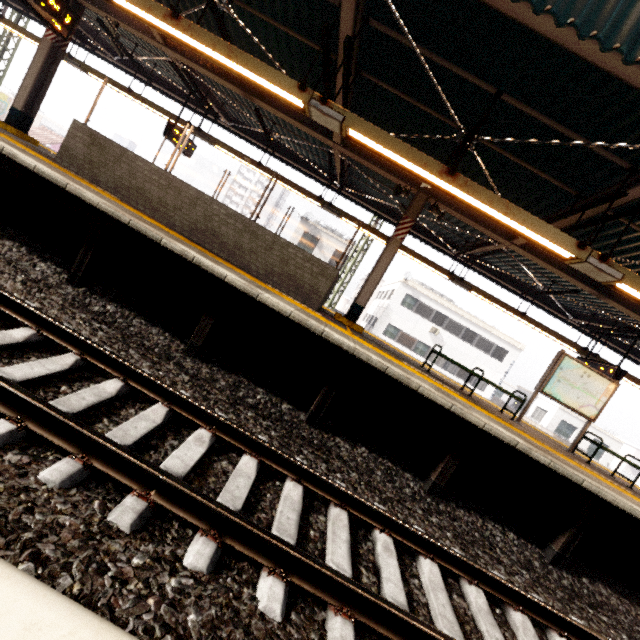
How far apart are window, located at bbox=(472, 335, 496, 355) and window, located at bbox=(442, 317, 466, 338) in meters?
1.0

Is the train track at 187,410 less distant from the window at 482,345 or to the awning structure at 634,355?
the awning structure at 634,355

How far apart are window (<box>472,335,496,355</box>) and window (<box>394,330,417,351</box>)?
4.47m

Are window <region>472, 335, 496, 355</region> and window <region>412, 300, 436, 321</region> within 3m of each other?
no

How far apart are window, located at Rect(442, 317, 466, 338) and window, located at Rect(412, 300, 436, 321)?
1.05m

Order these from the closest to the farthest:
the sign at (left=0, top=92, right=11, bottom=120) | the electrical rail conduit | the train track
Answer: the electrical rail conduit < the train track < the sign at (left=0, top=92, right=11, bottom=120)

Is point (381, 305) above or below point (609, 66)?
below

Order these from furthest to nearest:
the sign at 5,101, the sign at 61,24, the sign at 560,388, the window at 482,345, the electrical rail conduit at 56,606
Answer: the sign at 5,101, the window at 482,345, the sign at 560,388, the sign at 61,24, the electrical rail conduit at 56,606
